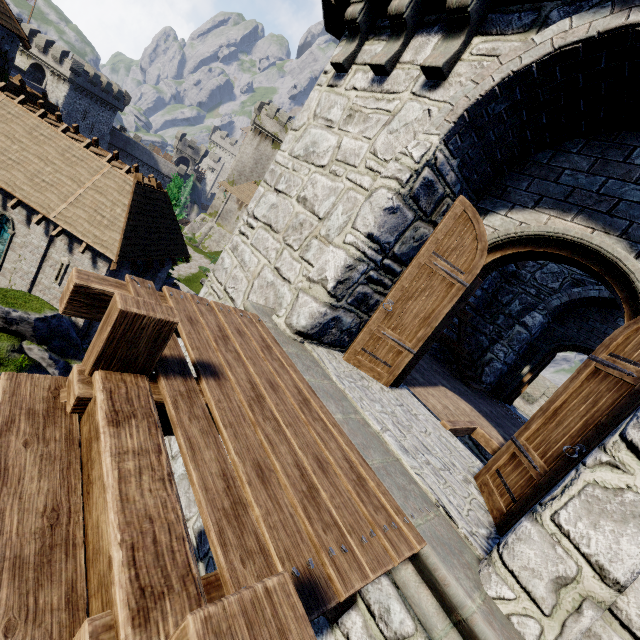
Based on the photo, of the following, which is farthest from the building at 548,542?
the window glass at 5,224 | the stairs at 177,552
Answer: the window glass at 5,224

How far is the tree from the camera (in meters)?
22.52

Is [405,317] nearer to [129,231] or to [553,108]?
[553,108]

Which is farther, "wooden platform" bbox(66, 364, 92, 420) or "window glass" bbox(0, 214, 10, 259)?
"window glass" bbox(0, 214, 10, 259)

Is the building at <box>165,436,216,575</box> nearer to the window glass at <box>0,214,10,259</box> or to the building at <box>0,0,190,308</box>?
the building at <box>0,0,190,308</box>

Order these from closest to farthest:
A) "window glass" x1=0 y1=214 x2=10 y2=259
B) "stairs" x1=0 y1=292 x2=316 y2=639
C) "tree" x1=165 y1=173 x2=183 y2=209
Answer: "stairs" x1=0 y1=292 x2=316 y2=639, "window glass" x1=0 y1=214 x2=10 y2=259, "tree" x1=165 y1=173 x2=183 y2=209

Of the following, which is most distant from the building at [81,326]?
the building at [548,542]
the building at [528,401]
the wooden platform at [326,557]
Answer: the building at [528,401]

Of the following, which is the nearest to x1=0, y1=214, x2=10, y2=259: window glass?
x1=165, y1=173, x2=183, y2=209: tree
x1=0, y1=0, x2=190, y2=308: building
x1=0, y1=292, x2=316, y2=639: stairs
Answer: x1=0, y1=0, x2=190, y2=308: building
